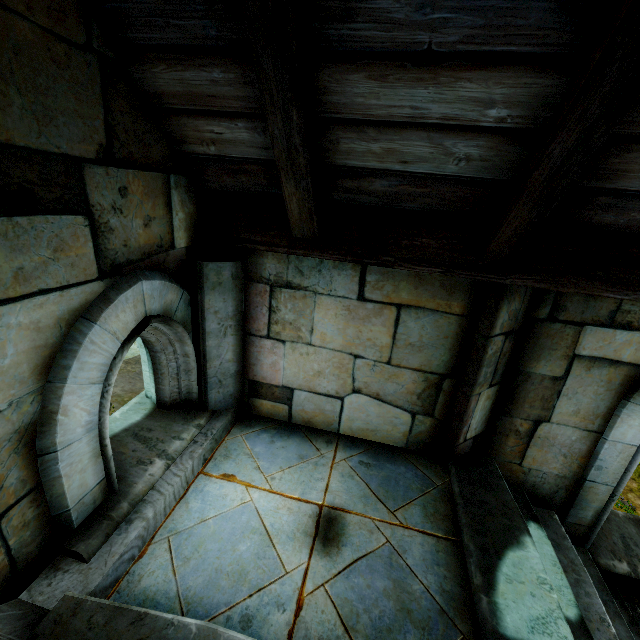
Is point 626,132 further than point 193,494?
No
